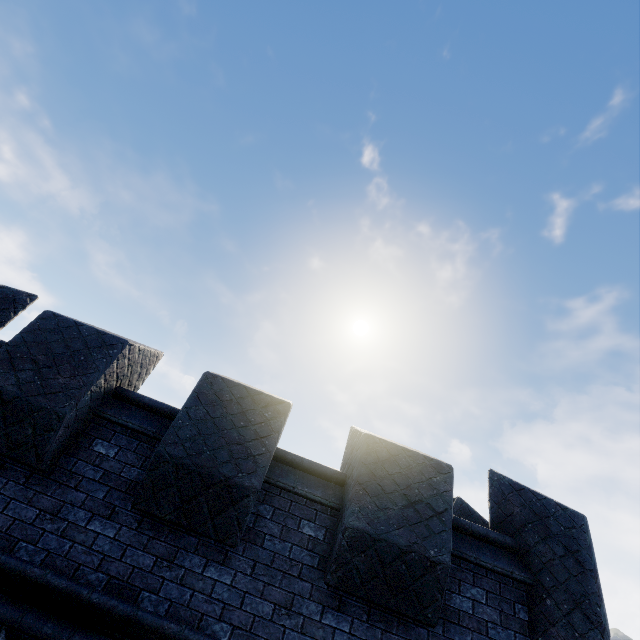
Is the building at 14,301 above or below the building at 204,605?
above

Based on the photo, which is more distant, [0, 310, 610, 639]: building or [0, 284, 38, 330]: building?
[0, 284, 38, 330]: building

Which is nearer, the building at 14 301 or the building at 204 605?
the building at 204 605

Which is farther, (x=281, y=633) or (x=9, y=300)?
(x=9, y=300)

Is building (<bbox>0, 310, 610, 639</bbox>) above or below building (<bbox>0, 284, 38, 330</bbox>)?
below
